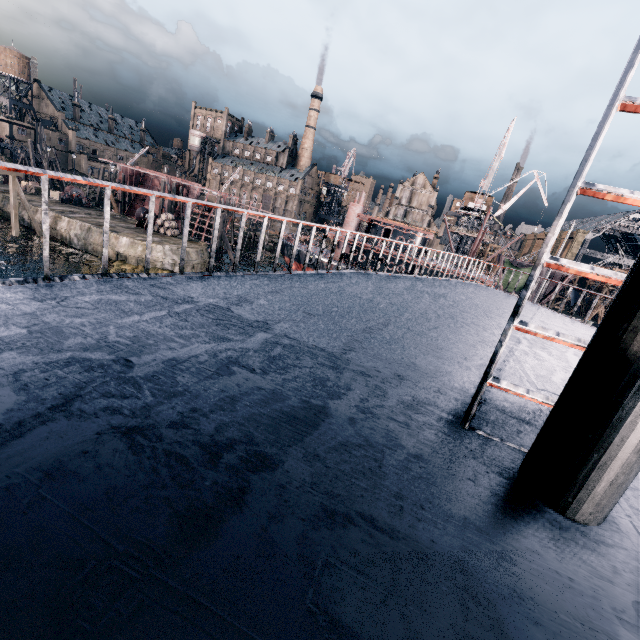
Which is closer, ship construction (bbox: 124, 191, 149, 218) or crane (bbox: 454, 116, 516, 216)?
crane (bbox: 454, 116, 516, 216)

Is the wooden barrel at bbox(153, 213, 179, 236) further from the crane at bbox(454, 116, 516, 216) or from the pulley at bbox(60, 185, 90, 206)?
the crane at bbox(454, 116, 516, 216)

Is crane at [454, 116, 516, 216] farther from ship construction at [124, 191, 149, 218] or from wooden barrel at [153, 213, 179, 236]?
wooden barrel at [153, 213, 179, 236]

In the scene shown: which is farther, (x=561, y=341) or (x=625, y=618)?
(x=561, y=341)

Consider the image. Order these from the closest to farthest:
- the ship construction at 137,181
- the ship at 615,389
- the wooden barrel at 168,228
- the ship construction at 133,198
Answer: the ship at 615,389 → the wooden barrel at 168,228 → the ship construction at 137,181 → the ship construction at 133,198

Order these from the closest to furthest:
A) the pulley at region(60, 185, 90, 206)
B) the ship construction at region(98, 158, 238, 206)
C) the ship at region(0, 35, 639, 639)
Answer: the ship at region(0, 35, 639, 639) → the pulley at region(60, 185, 90, 206) → the ship construction at region(98, 158, 238, 206)

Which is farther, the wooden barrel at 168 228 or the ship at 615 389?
the wooden barrel at 168 228

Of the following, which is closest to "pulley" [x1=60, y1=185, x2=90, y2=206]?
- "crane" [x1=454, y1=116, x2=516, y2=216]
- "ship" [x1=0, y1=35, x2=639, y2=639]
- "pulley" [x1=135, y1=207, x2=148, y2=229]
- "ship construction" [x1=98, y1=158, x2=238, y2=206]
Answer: "ship construction" [x1=98, y1=158, x2=238, y2=206]
